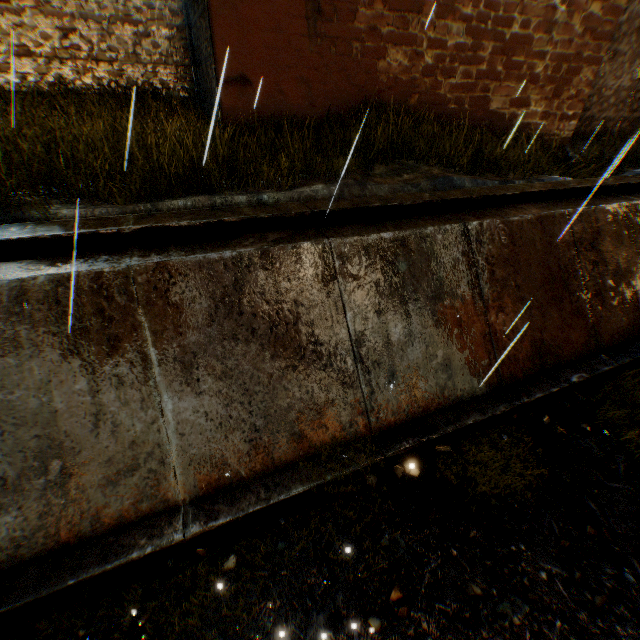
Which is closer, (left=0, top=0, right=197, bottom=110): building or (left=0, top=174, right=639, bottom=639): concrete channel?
(left=0, top=174, right=639, bottom=639): concrete channel

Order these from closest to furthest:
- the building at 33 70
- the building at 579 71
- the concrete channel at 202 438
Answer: the concrete channel at 202 438
the building at 579 71
the building at 33 70

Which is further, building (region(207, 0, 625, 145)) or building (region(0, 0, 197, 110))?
building (region(0, 0, 197, 110))

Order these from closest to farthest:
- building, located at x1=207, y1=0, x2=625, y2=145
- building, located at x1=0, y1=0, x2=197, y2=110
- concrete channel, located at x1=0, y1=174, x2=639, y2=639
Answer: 1. concrete channel, located at x1=0, y1=174, x2=639, y2=639
2. building, located at x1=207, y1=0, x2=625, y2=145
3. building, located at x1=0, y1=0, x2=197, y2=110

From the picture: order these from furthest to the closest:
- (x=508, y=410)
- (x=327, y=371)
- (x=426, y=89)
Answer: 1. (x=426, y=89)
2. (x=508, y=410)
3. (x=327, y=371)

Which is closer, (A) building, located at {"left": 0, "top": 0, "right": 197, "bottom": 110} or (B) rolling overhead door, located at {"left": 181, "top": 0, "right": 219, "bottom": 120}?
(B) rolling overhead door, located at {"left": 181, "top": 0, "right": 219, "bottom": 120}

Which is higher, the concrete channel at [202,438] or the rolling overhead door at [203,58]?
the rolling overhead door at [203,58]
